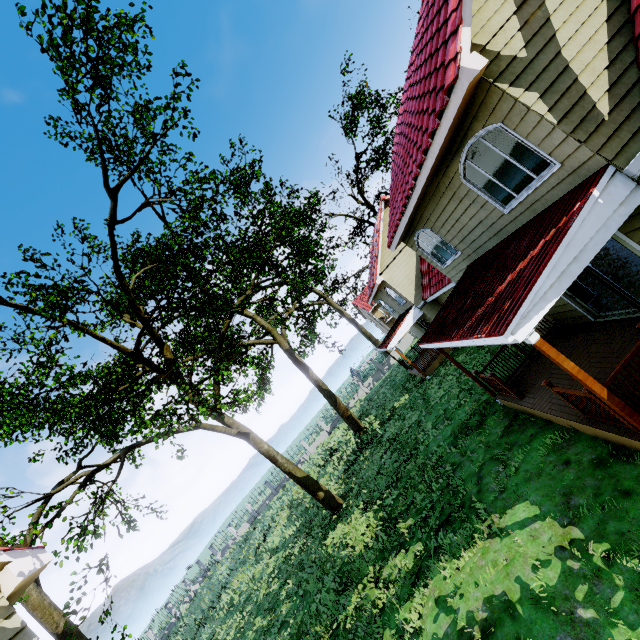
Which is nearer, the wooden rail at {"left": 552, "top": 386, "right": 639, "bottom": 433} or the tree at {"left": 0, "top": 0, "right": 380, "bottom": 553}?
the wooden rail at {"left": 552, "top": 386, "right": 639, "bottom": 433}

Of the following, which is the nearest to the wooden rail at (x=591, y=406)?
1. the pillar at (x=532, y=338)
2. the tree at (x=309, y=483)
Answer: the pillar at (x=532, y=338)

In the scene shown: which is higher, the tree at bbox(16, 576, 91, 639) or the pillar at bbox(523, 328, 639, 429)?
the tree at bbox(16, 576, 91, 639)

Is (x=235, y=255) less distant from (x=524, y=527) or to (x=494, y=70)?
(x=494, y=70)

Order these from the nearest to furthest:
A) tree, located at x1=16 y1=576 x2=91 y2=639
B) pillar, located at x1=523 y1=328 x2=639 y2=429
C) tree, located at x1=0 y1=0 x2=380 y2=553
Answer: pillar, located at x1=523 y1=328 x2=639 y2=429, tree, located at x1=16 y1=576 x2=91 y2=639, tree, located at x1=0 y1=0 x2=380 y2=553

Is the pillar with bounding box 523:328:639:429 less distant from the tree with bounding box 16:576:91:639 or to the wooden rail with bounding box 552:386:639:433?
the wooden rail with bounding box 552:386:639:433

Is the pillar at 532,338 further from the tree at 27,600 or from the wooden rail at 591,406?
the tree at 27,600

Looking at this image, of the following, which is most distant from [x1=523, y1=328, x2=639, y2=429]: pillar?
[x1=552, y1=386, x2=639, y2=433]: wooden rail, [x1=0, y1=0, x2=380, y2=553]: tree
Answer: [x1=0, y1=0, x2=380, y2=553]: tree
